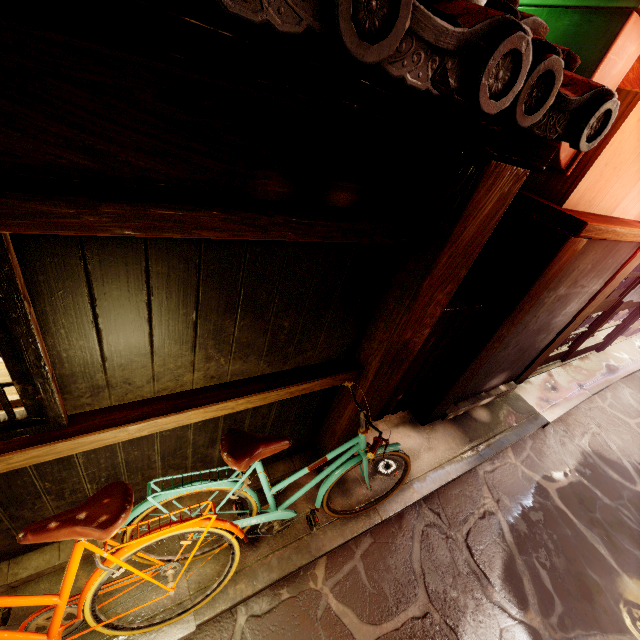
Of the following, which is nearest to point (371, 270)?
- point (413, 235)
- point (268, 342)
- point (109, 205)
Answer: point (413, 235)

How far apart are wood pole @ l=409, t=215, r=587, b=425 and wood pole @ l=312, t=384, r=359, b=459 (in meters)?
2.23

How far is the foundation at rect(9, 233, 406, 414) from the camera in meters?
2.3 m

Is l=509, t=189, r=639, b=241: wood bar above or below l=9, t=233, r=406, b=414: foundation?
above

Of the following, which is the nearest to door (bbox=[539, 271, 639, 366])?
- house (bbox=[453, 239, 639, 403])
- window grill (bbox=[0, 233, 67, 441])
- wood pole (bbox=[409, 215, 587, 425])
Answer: house (bbox=[453, 239, 639, 403])

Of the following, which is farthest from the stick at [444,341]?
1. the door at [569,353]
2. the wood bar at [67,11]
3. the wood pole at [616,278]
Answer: the door at [569,353]

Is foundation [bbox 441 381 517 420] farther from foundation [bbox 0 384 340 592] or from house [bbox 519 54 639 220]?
house [bbox 519 54 639 220]

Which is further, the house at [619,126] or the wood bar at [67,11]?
the house at [619,126]
